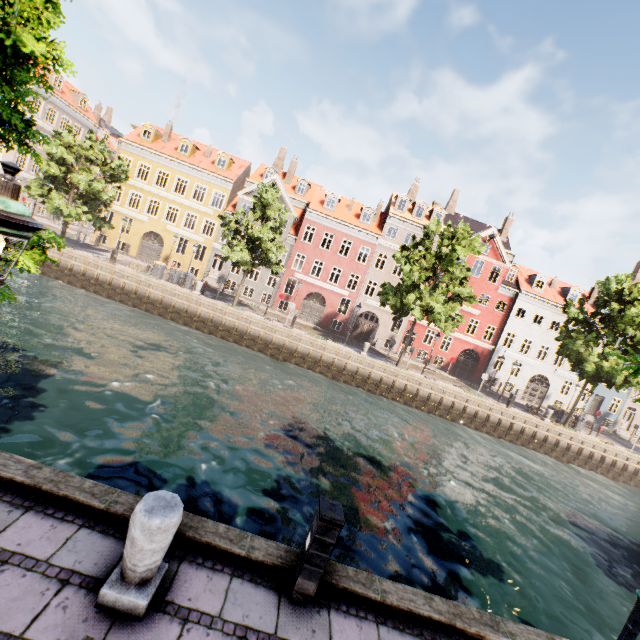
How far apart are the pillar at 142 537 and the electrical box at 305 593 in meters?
1.6

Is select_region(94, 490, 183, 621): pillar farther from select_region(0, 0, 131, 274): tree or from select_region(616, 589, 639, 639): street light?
select_region(616, 589, 639, 639): street light

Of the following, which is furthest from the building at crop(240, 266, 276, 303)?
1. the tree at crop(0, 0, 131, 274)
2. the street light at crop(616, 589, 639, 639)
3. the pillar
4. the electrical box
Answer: the electrical box

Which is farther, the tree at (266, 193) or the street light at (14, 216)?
the tree at (266, 193)

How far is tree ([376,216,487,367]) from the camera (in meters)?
22.61

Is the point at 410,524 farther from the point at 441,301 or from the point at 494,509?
the point at 441,301

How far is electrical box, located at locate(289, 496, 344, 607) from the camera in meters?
3.9 m

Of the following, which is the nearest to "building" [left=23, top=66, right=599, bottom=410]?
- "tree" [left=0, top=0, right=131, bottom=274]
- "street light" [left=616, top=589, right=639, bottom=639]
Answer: "tree" [left=0, top=0, right=131, bottom=274]
